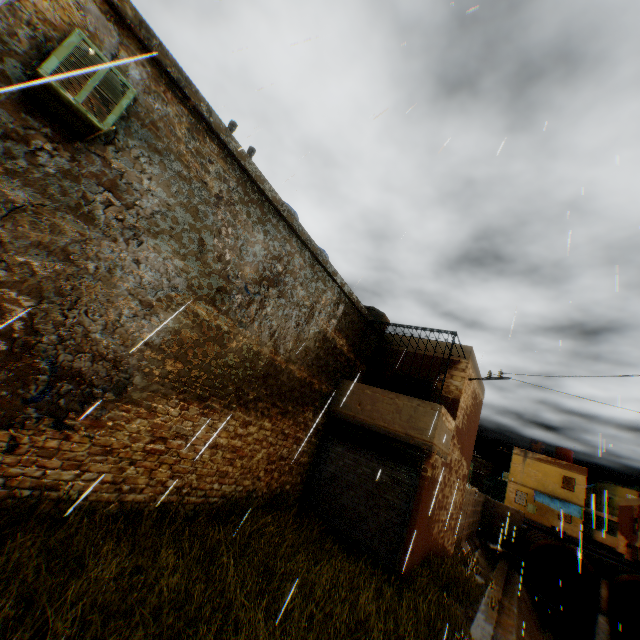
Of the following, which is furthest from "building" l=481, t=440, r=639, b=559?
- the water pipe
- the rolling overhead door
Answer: the water pipe

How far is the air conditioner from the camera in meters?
3.8

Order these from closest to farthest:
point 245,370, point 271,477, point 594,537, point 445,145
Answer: point 445,145 → point 245,370 → point 271,477 → point 594,537

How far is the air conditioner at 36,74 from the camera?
3.8m

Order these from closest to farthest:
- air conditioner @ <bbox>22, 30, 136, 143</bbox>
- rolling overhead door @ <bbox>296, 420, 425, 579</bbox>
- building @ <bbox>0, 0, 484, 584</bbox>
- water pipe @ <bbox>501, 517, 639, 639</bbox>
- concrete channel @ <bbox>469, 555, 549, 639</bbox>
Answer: air conditioner @ <bbox>22, 30, 136, 143</bbox>, building @ <bbox>0, 0, 484, 584</bbox>, rolling overhead door @ <bbox>296, 420, 425, 579</bbox>, concrete channel @ <bbox>469, 555, 549, 639</bbox>, water pipe @ <bbox>501, 517, 639, 639</bbox>

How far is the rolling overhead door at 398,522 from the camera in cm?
877

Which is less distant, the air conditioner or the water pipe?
the air conditioner

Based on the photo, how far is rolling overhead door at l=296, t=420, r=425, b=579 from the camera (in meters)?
8.77
